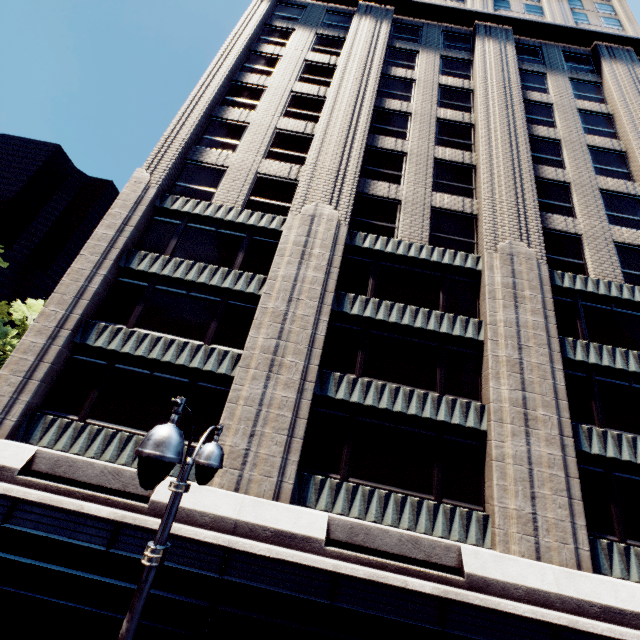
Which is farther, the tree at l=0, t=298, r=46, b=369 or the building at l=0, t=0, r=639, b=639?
the tree at l=0, t=298, r=46, b=369

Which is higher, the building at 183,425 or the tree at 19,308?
the tree at 19,308

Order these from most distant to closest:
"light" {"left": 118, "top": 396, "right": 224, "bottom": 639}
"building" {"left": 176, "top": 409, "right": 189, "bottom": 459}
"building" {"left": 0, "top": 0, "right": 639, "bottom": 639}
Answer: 1. "building" {"left": 176, "top": 409, "right": 189, "bottom": 459}
2. "building" {"left": 0, "top": 0, "right": 639, "bottom": 639}
3. "light" {"left": 118, "top": 396, "right": 224, "bottom": 639}

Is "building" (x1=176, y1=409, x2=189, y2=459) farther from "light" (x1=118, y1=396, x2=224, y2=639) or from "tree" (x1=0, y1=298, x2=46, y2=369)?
"tree" (x1=0, y1=298, x2=46, y2=369)

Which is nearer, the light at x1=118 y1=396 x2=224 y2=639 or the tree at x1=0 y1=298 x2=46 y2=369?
the light at x1=118 y1=396 x2=224 y2=639

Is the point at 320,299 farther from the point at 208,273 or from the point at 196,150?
the point at 196,150

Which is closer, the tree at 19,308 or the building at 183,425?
the building at 183,425
